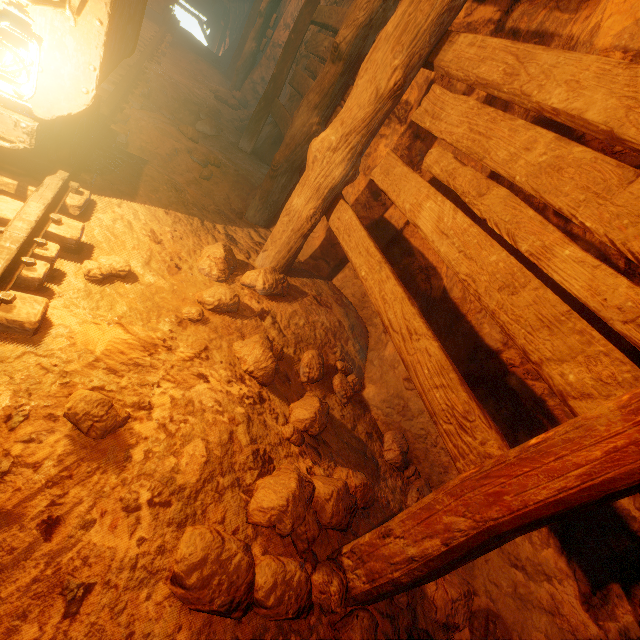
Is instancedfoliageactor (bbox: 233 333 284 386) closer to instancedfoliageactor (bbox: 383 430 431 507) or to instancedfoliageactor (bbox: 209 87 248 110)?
instancedfoliageactor (bbox: 383 430 431 507)

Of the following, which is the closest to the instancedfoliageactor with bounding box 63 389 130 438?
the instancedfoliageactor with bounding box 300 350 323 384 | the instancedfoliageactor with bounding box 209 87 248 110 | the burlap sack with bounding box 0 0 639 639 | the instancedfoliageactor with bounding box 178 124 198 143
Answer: the burlap sack with bounding box 0 0 639 639

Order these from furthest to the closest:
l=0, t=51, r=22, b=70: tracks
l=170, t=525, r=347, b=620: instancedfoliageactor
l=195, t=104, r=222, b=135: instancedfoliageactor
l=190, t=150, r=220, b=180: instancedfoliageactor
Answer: l=195, t=104, r=222, b=135: instancedfoliageactor, l=190, t=150, r=220, b=180: instancedfoliageactor, l=0, t=51, r=22, b=70: tracks, l=170, t=525, r=347, b=620: instancedfoliageactor

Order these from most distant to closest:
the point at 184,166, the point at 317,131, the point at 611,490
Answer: the point at 184,166, the point at 317,131, the point at 611,490

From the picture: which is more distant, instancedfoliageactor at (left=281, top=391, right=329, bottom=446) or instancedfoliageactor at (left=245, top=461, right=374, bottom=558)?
instancedfoliageactor at (left=281, top=391, right=329, bottom=446)

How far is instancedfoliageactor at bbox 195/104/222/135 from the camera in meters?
5.3

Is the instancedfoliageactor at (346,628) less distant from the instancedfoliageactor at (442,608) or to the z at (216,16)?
the instancedfoliageactor at (442,608)

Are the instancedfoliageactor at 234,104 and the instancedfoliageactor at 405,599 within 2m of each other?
no
